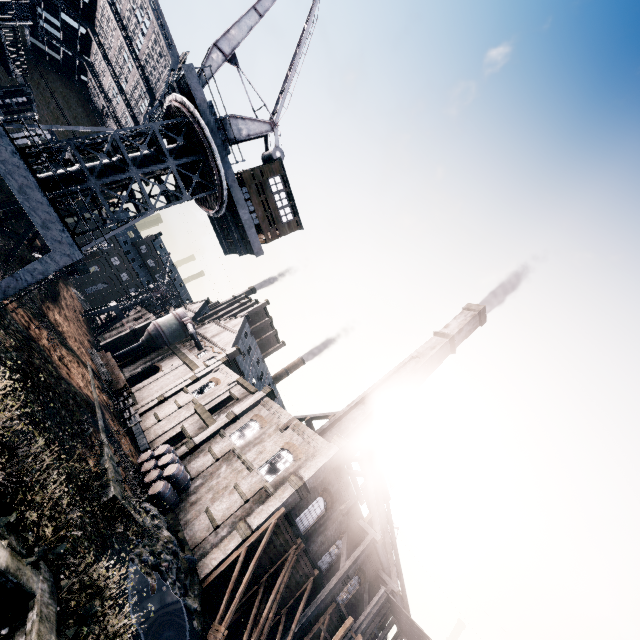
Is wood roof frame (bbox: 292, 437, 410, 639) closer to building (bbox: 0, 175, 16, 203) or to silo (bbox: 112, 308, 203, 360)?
building (bbox: 0, 175, 16, 203)

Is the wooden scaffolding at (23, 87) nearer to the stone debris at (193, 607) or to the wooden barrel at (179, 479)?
the wooden barrel at (179, 479)

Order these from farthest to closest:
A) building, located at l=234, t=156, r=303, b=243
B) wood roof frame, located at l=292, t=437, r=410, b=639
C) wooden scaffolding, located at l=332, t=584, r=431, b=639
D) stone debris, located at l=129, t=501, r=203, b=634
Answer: wood roof frame, located at l=292, t=437, r=410, b=639
wooden scaffolding, located at l=332, t=584, r=431, b=639
building, located at l=234, t=156, r=303, b=243
stone debris, located at l=129, t=501, r=203, b=634

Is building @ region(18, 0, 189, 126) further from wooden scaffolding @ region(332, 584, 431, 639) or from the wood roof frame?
wooden scaffolding @ region(332, 584, 431, 639)

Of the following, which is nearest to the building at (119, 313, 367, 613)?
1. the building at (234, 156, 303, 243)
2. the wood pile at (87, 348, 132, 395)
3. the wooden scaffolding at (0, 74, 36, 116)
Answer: the wood pile at (87, 348, 132, 395)

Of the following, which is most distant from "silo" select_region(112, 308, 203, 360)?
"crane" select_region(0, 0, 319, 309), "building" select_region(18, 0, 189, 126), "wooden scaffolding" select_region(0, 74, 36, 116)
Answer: "wooden scaffolding" select_region(0, 74, 36, 116)

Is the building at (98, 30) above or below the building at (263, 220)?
above

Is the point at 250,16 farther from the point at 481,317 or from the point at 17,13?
the point at 481,317
